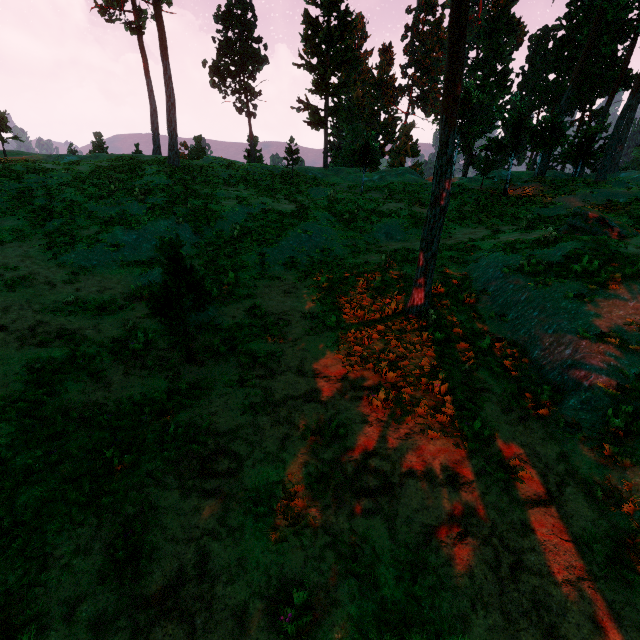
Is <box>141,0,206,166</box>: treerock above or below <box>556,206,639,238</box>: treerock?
above

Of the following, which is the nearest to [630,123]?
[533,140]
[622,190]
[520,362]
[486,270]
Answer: [533,140]

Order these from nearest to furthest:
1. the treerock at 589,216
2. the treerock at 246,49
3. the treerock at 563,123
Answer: the treerock at 563,123
the treerock at 589,216
the treerock at 246,49

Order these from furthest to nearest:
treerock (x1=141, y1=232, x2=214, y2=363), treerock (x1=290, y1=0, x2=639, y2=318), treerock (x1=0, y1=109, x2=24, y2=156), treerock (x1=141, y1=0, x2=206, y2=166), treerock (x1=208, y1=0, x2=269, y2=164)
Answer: treerock (x1=208, y1=0, x2=269, y2=164) → treerock (x1=0, y1=109, x2=24, y2=156) → treerock (x1=141, y1=0, x2=206, y2=166) → treerock (x1=290, y1=0, x2=639, y2=318) → treerock (x1=141, y1=232, x2=214, y2=363)

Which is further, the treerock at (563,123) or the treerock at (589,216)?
the treerock at (589,216)

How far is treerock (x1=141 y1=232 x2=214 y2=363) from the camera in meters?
7.8 m
